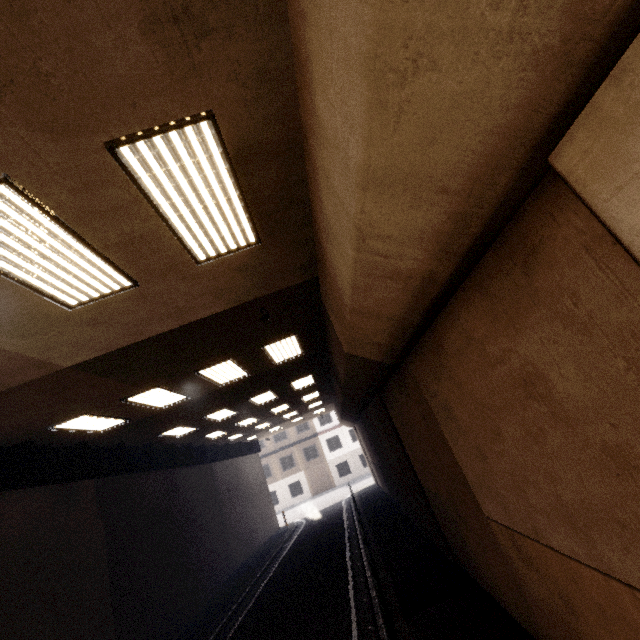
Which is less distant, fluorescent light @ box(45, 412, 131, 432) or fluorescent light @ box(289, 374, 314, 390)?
fluorescent light @ box(45, 412, 131, 432)

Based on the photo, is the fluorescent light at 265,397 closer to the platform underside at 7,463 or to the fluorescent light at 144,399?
the fluorescent light at 144,399

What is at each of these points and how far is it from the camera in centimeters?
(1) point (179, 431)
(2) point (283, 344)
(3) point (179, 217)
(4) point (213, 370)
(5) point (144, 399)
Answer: (1) fluorescent light, 1388cm
(2) fluorescent light, 902cm
(3) fluorescent light, 381cm
(4) fluorescent light, 880cm
(5) fluorescent light, 881cm

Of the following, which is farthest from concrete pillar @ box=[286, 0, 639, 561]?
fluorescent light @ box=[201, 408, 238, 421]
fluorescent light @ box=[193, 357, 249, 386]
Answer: fluorescent light @ box=[201, 408, 238, 421]

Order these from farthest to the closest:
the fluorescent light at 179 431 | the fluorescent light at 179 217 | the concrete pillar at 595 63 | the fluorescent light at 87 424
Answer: the fluorescent light at 179 431 → the fluorescent light at 87 424 → the fluorescent light at 179 217 → the concrete pillar at 595 63

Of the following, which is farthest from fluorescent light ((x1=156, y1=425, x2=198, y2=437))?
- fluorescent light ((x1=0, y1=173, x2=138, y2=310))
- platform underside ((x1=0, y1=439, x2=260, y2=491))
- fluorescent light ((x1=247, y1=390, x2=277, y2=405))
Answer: fluorescent light ((x1=0, y1=173, x2=138, y2=310))

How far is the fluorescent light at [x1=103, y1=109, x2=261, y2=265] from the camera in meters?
2.9

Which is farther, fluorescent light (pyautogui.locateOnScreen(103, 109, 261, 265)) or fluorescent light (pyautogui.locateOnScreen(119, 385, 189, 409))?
fluorescent light (pyautogui.locateOnScreen(119, 385, 189, 409))
